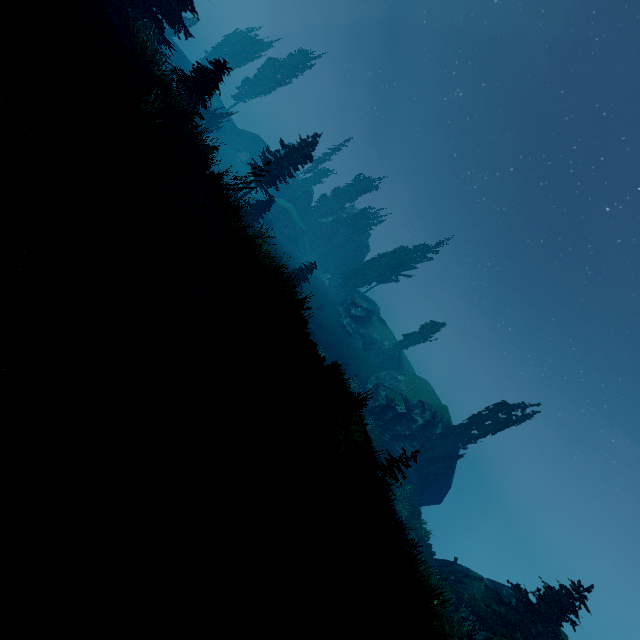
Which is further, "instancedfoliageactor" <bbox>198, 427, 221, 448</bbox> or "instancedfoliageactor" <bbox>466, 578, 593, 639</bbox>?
"instancedfoliageactor" <bbox>466, 578, 593, 639</bbox>

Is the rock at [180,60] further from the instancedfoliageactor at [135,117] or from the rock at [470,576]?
the rock at [470,576]

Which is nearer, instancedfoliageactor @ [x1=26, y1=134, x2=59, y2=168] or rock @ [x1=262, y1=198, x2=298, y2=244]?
instancedfoliageactor @ [x1=26, y1=134, x2=59, y2=168]

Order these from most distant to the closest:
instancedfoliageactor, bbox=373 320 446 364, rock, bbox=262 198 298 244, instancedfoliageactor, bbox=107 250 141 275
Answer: rock, bbox=262 198 298 244, instancedfoliageactor, bbox=373 320 446 364, instancedfoliageactor, bbox=107 250 141 275

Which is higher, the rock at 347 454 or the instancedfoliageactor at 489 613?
the instancedfoliageactor at 489 613

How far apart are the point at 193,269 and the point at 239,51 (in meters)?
71.45

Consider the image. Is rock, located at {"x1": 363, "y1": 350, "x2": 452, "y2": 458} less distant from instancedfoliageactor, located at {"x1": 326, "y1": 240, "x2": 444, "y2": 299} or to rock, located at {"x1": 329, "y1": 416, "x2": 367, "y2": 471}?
instancedfoliageactor, located at {"x1": 326, "y1": 240, "x2": 444, "y2": 299}
